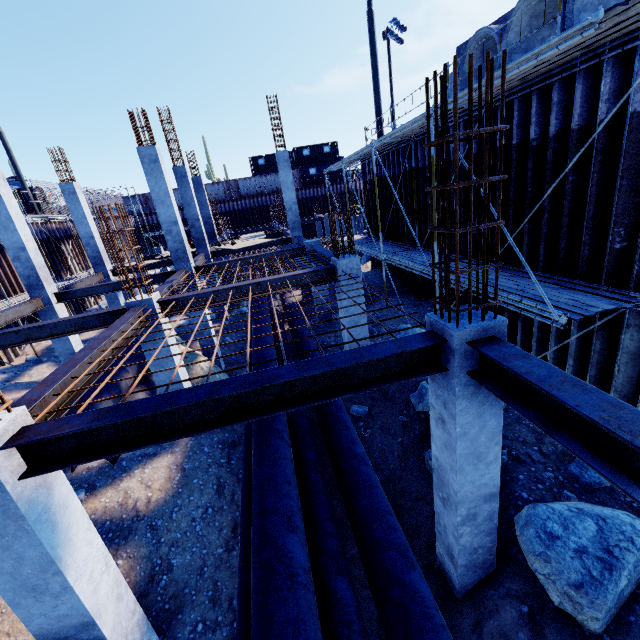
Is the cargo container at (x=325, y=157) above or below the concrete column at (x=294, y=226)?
above

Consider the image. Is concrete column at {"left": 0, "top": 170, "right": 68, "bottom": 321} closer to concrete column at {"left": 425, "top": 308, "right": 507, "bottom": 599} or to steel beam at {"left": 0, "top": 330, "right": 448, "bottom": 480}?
steel beam at {"left": 0, "top": 330, "right": 448, "bottom": 480}

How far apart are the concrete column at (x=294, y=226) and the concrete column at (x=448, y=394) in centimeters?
1433cm

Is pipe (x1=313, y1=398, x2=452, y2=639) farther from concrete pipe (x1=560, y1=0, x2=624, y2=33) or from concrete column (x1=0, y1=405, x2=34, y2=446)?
concrete pipe (x1=560, y1=0, x2=624, y2=33)

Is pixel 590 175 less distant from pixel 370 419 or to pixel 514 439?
pixel 514 439

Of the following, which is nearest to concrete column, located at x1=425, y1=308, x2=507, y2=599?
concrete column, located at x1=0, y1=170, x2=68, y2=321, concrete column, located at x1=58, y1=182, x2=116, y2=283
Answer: concrete column, located at x1=0, y1=170, x2=68, y2=321

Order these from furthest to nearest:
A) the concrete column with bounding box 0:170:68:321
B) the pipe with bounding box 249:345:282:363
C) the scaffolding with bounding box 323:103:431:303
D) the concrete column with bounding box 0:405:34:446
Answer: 1. the concrete column with bounding box 0:170:68:321
2. the scaffolding with bounding box 323:103:431:303
3. the pipe with bounding box 249:345:282:363
4. the concrete column with bounding box 0:405:34:446

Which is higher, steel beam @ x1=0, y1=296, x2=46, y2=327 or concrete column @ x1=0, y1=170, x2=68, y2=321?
concrete column @ x1=0, y1=170, x2=68, y2=321
